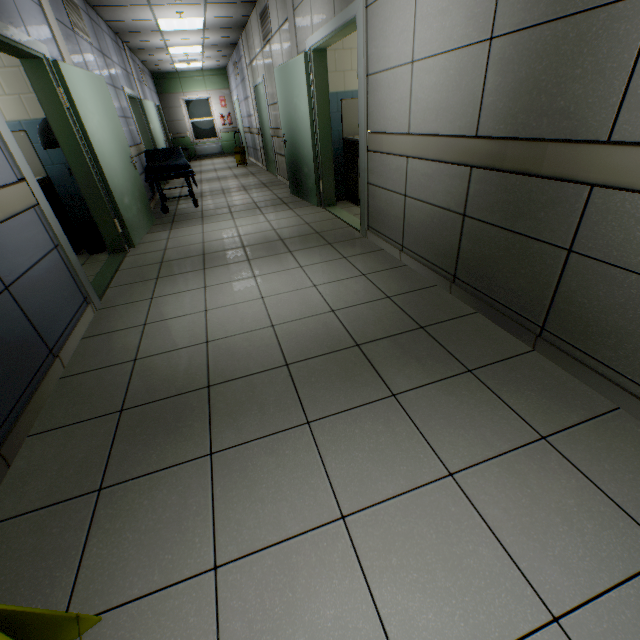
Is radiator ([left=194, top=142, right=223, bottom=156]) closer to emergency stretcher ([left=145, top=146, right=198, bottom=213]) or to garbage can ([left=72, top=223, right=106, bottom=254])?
emergency stretcher ([left=145, top=146, right=198, bottom=213])

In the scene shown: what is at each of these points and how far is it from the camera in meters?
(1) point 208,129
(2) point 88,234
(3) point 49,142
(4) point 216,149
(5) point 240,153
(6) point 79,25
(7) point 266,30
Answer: (1) window, 14.6 m
(2) garbage can, 4.2 m
(3) hand dryer, 3.6 m
(4) radiator, 14.9 m
(5) bottle, 11.3 m
(6) ventilation grill, 4.7 m
(7) ventilation grill, 6.1 m

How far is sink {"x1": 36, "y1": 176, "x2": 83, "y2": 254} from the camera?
4.0 meters

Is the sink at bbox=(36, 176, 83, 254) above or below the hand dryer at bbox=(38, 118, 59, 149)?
below

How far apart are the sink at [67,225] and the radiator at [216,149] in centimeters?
1222cm

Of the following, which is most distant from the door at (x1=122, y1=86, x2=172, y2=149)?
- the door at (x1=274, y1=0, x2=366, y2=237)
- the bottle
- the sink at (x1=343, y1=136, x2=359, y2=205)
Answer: the sink at (x1=343, y1=136, x2=359, y2=205)

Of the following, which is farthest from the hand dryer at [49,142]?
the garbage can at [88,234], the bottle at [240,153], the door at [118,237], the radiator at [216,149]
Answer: the radiator at [216,149]

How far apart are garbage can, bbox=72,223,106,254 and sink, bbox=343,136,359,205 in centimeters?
379cm
